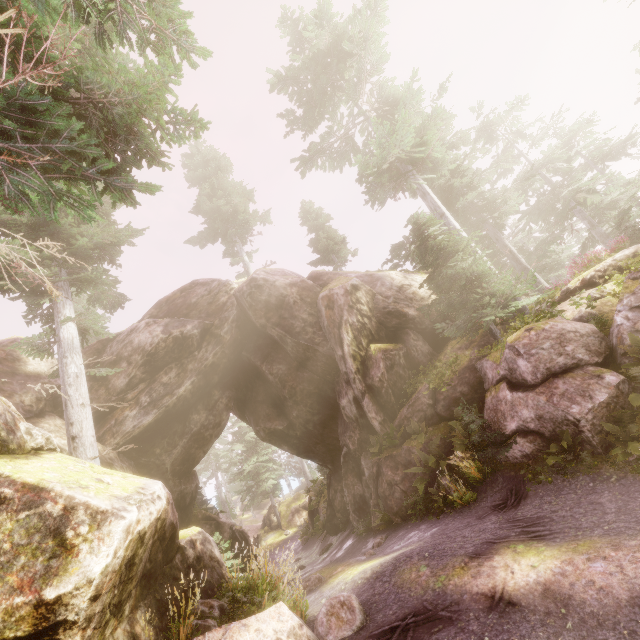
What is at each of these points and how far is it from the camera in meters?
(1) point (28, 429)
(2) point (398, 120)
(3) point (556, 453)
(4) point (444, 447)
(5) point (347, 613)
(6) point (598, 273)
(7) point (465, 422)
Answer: (1) instancedfoliageactor, 6.2
(2) instancedfoliageactor, 13.5
(3) instancedfoliageactor, 8.0
(4) rock, 11.3
(5) instancedfoliageactor, 6.0
(6) rock, 12.0
(7) instancedfoliageactor, 9.9

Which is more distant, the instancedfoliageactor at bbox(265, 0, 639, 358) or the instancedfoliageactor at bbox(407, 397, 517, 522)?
the instancedfoliageactor at bbox(265, 0, 639, 358)

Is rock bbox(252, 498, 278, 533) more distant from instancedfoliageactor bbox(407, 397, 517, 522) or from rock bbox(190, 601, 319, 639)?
rock bbox(190, 601, 319, 639)

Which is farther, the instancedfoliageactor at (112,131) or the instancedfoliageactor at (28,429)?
the instancedfoliageactor at (28,429)

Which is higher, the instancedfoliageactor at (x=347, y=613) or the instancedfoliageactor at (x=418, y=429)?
the instancedfoliageactor at (x=418, y=429)

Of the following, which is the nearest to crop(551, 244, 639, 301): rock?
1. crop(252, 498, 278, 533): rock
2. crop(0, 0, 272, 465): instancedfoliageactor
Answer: crop(0, 0, 272, 465): instancedfoliageactor
